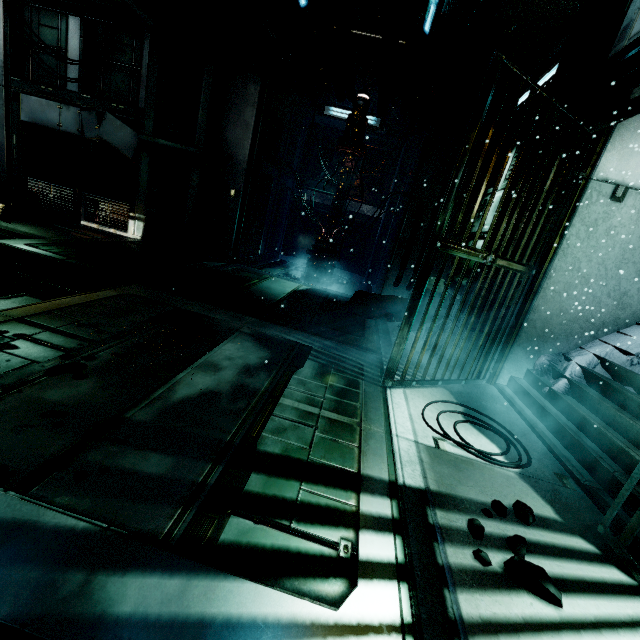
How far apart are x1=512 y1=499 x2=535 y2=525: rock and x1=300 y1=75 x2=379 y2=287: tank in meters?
7.6 m

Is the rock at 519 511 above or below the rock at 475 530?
above

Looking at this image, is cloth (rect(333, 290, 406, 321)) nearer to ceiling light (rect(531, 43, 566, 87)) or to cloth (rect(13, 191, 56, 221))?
ceiling light (rect(531, 43, 566, 87))

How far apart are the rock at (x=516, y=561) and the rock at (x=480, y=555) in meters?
0.1

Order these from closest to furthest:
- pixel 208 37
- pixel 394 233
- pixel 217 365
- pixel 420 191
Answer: pixel 217 365 → pixel 208 37 → pixel 420 191 → pixel 394 233

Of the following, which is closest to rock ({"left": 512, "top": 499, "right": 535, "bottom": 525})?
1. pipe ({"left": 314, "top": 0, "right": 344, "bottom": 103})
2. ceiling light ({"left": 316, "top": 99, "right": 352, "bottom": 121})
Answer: pipe ({"left": 314, "top": 0, "right": 344, "bottom": 103})

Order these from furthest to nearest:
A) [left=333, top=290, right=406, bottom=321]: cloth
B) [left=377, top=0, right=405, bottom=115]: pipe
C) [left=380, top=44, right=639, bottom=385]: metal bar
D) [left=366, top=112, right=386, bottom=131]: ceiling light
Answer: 1. [left=366, top=112, right=386, bottom=131]: ceiling light
2. [left=333, top=290, right=406, bottom=321]: cloth
3. [left=377, top=0, right=405, bottom=115]: pipe
4. [left=380, top=44, right=639, bottom=385]: metal bar

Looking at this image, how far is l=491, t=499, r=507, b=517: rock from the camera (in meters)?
1.98
